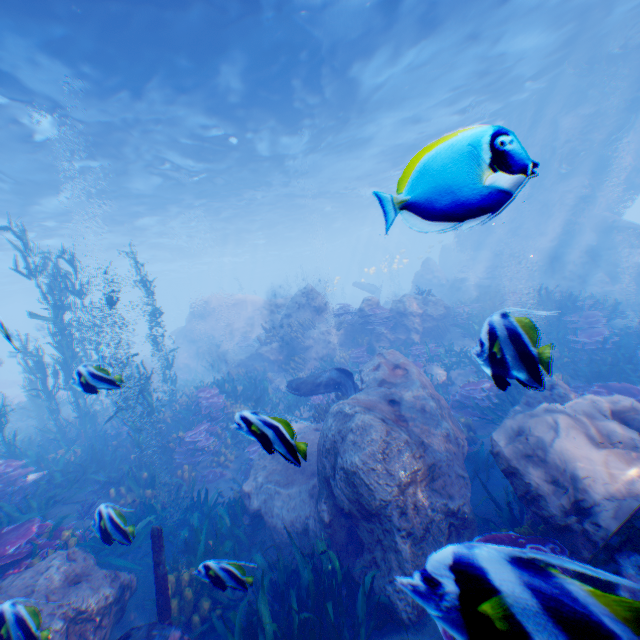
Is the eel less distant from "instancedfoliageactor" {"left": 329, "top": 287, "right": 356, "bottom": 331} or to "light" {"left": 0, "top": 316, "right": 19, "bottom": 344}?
"instancedfoliageactor" {"left": 329, "top": 287, "right": 356, "bottom": 331}

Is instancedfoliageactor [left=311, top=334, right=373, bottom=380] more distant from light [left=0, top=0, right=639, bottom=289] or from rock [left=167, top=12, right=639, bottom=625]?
light [left=0, top=0, right=639, bottom=289]

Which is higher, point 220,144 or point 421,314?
point 220,144

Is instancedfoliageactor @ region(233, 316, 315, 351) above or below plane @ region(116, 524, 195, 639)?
above

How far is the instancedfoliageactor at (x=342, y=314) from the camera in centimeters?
1494cm

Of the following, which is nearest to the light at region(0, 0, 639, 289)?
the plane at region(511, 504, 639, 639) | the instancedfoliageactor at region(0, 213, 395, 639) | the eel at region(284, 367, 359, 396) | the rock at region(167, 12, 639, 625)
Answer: the rock at region(167, 12, 639, 625)

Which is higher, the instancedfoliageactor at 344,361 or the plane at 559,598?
the plane at 559,598

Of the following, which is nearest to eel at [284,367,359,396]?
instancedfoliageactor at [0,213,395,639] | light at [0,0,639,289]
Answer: instancedfoliageactor at [0,213,395,639]
